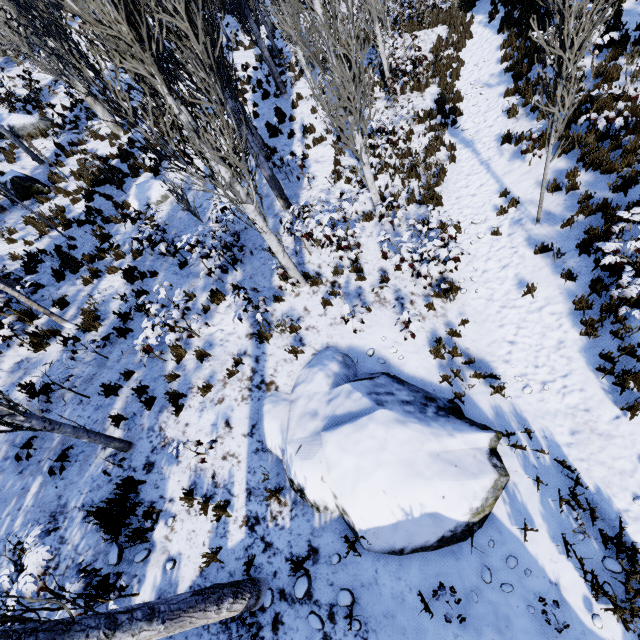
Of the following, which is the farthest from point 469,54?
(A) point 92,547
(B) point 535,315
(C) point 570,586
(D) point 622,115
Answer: (A) point 92,547

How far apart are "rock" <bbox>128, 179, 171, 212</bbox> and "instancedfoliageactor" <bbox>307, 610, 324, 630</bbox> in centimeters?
1222cm

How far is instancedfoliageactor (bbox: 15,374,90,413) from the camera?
5.6 meters

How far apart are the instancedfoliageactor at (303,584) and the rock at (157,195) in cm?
1160

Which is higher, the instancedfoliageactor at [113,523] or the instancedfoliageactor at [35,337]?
the instancedfoliageactor at [35,337]

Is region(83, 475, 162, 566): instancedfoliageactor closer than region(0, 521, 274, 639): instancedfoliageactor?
No

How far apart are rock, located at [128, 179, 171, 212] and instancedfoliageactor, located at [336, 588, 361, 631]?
12.23m

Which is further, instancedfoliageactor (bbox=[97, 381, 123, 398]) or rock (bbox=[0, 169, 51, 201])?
rock (bbox=[0, 169, 51, 201])
